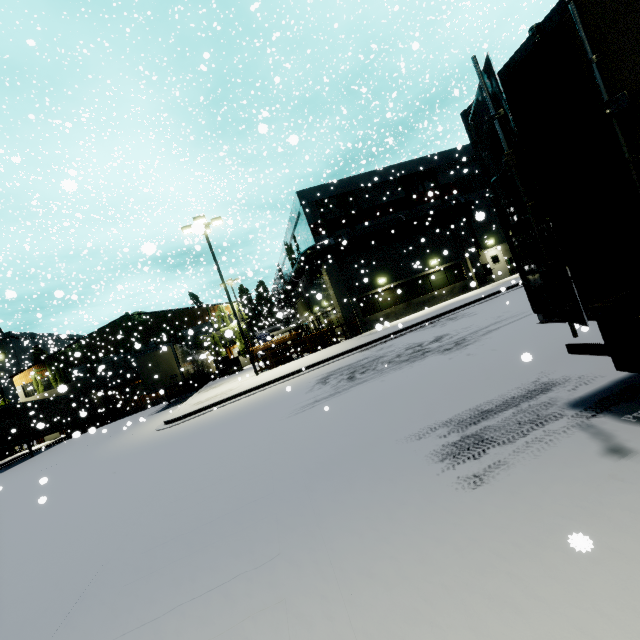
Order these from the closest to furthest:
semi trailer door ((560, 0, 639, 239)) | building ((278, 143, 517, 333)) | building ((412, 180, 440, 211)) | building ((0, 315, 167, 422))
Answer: semi trailer door ((560, 0, 639, 239)) < building ((278, 143, 517, 333)) < building ((412, 180, 440, 211)) < building ((0, 315, 167, 422))

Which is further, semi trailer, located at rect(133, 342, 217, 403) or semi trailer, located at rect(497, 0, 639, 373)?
semi trailer, located at rect(133, 342, 217, 403)

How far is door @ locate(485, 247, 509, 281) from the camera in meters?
25.3 m

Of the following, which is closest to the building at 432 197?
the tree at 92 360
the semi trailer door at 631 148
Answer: the tree at 92 360

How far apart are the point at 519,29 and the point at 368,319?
43.83m

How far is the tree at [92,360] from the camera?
34.0 meters

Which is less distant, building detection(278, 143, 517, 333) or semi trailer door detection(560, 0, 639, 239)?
semi trailer door detection(560, 0, 639, 239)

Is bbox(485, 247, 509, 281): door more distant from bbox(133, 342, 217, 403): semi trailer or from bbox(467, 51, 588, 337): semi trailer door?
bbox(467, 51, 588, 337): semi trailer door
